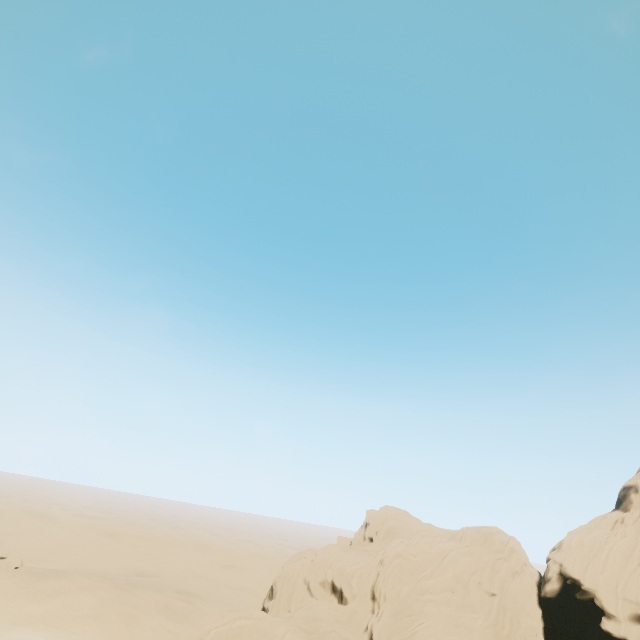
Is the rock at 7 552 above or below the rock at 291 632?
below

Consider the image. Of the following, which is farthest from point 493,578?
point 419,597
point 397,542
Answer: point 397,542

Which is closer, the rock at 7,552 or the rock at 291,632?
the rock at 291,632

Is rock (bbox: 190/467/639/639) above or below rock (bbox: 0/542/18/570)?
above

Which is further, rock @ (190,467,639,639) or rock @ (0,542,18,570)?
rock @ (0,542,18,570)
